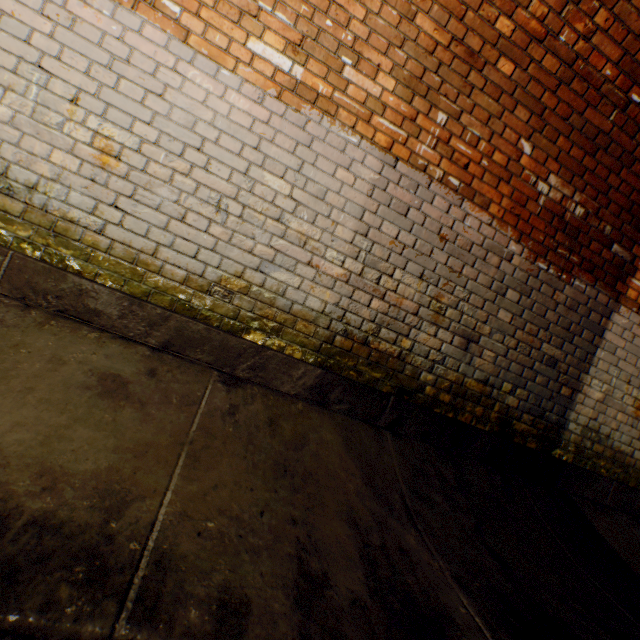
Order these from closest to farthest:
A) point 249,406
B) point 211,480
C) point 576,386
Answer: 1. point 211,480
2. point 249,406
3. point 576,386
